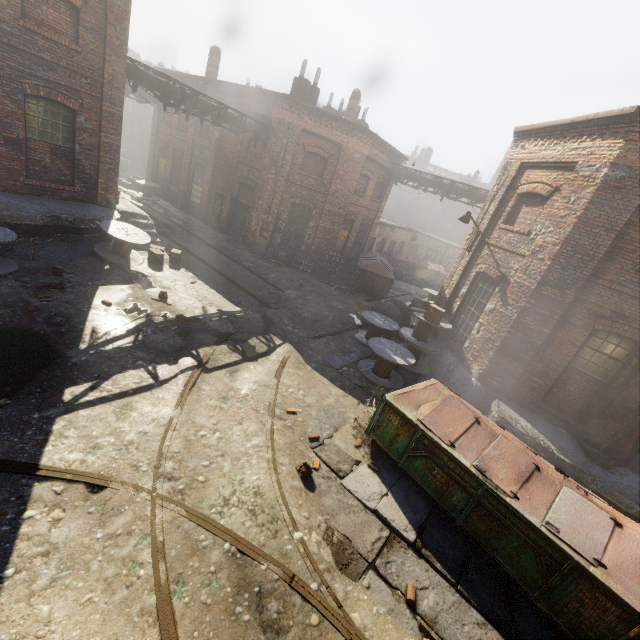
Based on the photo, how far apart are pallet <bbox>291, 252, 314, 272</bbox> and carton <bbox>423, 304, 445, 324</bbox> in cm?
845

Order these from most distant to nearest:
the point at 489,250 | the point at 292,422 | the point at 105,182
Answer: the point at 105,182 → the point at 489,250 → the point at 292,422

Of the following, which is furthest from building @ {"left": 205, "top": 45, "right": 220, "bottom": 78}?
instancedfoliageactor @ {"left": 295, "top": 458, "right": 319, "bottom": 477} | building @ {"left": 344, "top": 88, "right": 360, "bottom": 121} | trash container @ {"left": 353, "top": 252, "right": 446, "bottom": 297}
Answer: instancedfoliageactor @ {"left": 295, "top": 458, "right": 319, "bottom": 477}

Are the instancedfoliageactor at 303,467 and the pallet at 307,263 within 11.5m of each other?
no

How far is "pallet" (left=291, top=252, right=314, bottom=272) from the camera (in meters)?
18.33

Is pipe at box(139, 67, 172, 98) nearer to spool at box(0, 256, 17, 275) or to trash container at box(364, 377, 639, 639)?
spool at box(0, 256, 17, 275)

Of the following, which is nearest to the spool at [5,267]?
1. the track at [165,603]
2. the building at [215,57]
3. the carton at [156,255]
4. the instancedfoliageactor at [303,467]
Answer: the carton at [156,255]

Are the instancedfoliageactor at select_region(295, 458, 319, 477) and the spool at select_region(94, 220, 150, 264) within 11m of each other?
yes
